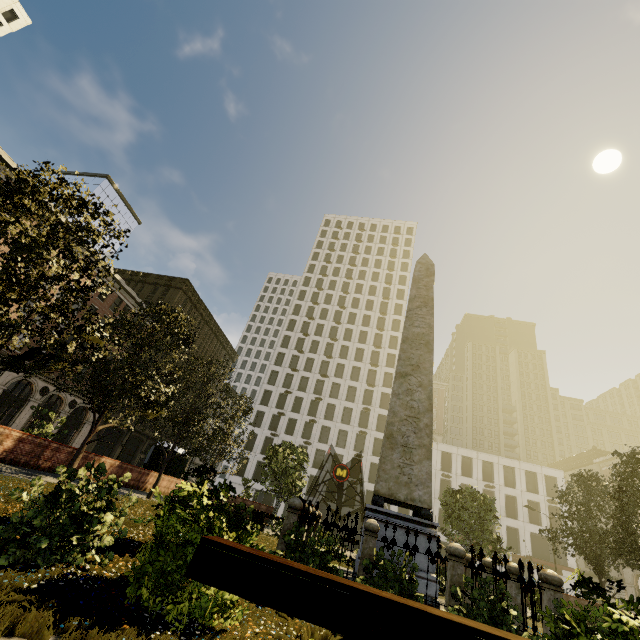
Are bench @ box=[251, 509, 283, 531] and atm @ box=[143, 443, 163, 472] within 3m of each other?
no

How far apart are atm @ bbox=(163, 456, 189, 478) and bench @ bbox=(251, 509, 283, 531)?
10.3m

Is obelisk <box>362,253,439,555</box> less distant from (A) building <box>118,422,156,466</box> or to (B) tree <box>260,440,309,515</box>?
(B) tree <box>260,440,309,515</box>

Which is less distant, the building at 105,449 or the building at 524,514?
the building at 105,449

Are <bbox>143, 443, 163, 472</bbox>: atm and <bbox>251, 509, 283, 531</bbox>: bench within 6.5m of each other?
no

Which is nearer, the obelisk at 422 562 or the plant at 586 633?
the plant at 586 633

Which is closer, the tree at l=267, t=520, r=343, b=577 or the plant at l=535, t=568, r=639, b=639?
the plant at l=535, t=568, r=639, b=639

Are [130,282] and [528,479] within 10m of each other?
no
